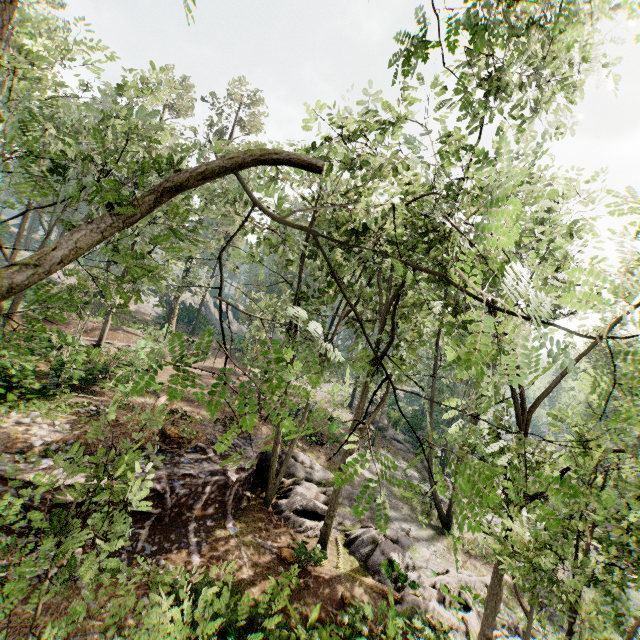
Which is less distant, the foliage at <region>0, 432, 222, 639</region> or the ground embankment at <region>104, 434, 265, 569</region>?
the foliage at <region>0, 432, 222, 639</region>

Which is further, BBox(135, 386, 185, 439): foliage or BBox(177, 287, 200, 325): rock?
BBox(177, 287, 200, 325): rock

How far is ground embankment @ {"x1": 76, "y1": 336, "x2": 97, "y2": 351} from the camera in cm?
1555

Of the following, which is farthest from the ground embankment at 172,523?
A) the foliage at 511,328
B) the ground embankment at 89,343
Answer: the ground embankment at 89,343

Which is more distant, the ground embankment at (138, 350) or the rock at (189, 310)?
the rock at (189, 310)

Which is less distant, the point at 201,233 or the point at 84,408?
the point at 84,408

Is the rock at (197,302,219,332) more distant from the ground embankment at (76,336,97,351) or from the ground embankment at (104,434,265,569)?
the ground embankment at (104,434,265,569)

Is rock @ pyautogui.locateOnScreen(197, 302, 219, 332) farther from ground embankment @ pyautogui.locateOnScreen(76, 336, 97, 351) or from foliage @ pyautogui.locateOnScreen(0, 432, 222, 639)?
ground embankment @ pyautogui.locateOnScreen(76, 336, 97, 351)
